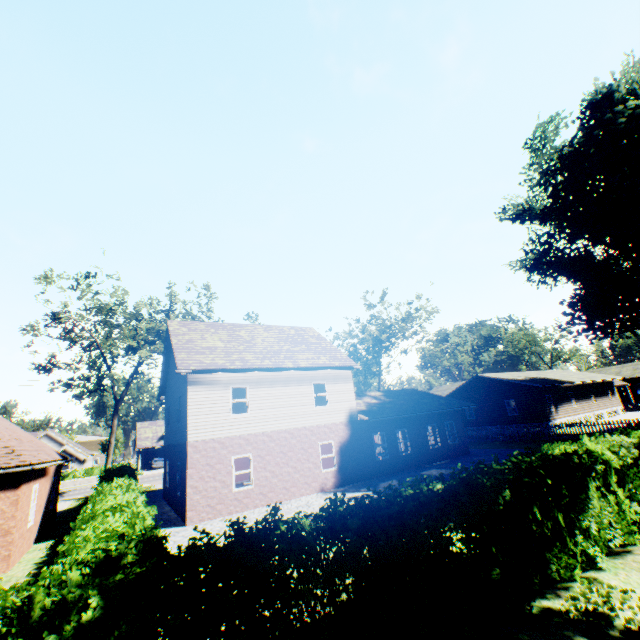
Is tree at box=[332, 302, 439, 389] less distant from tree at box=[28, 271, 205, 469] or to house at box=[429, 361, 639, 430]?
house at box=[429, 361, 639, 430]

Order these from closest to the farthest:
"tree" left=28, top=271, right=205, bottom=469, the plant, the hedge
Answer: the hedge → the plant → "tree" left=28, top=271, right=205, bottom=469

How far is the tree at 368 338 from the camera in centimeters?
3803cm

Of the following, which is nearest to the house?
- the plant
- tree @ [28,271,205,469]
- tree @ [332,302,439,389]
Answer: the plant

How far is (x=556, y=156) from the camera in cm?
3048

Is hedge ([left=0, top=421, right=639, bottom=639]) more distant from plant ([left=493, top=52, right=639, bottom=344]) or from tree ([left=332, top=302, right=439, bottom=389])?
tree ([left=332, top=302, right=439, bottom=389])

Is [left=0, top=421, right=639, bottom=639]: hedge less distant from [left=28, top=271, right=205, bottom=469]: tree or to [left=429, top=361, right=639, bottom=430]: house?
[left=28, top=271, right=205, bottom=469]: tree

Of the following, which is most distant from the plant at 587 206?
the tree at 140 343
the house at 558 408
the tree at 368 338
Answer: the tree at 368 338
